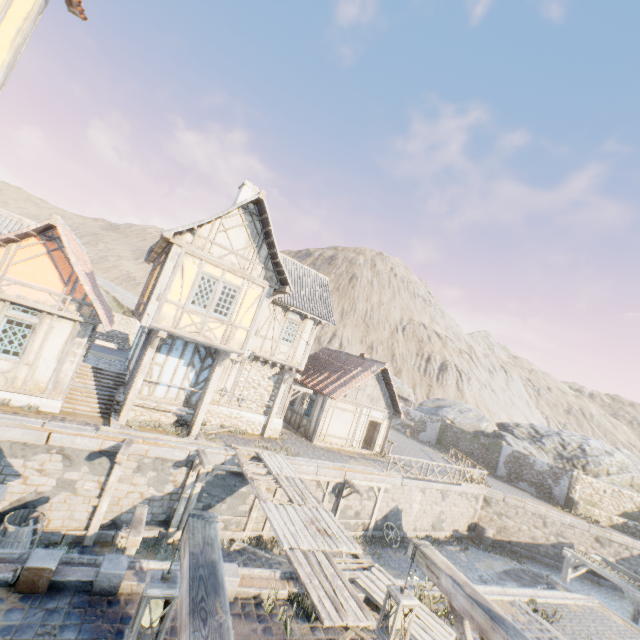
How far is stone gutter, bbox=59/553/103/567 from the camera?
5.5 meters

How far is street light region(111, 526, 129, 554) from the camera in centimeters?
754cm

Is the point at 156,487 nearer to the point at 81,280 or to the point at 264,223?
the point at 81,280

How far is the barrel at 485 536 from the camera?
21.34m

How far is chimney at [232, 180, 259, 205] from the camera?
16.7 meters

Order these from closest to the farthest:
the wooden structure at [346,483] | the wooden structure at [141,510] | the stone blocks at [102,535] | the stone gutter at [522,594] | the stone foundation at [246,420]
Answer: the wooden structure at [141,510] < the stone gutter at [522,594] < the stone blocks at [102,535] < the wooden structure at [346,483] < the stone foundation at [246,420]

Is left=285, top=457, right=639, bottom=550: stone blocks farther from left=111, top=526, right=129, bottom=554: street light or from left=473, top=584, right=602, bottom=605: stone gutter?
left=111, top=526, right=129, bottom=554: street light

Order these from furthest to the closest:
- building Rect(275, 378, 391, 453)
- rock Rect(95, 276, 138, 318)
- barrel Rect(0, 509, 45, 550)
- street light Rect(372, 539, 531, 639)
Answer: rock Rect(95, 276, 138, 318)
building Rect(275, 378, 391, 453)
barrel Rect(0, 509, 45, 550)
street light Rect(372, 539, 531, 639)
